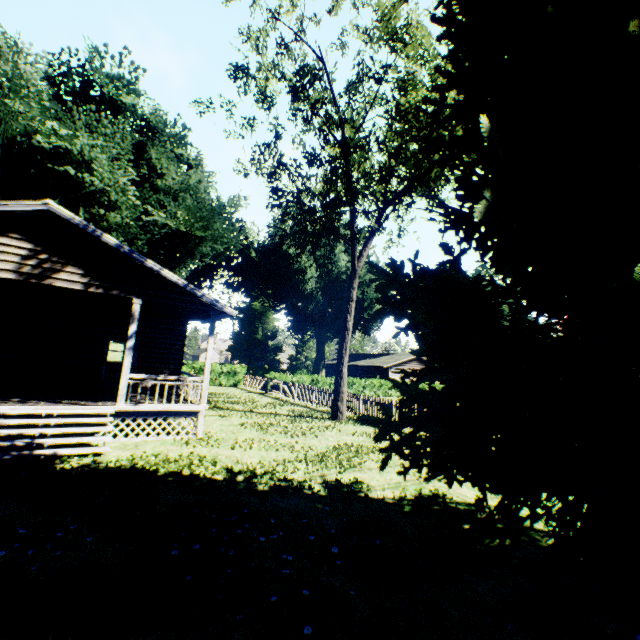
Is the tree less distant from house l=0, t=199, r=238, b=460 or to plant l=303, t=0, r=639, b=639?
plant l=303, t=0, r=639, b=639

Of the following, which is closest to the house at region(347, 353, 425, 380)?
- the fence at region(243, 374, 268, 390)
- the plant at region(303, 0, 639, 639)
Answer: the plant at region(303, 0, 639, 639)

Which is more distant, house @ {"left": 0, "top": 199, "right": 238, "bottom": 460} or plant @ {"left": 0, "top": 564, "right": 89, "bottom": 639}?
house @ {"left": 0, "top": 199, "right": 238, "bottom": 460}

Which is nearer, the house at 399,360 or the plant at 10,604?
the plant at 10,604

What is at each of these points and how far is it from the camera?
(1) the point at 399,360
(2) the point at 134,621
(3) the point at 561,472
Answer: (1) house, 42.5 meters
(2) plant, 3.2 meters
(3) plant, 3.9 meters

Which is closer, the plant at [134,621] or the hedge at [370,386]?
the plant at [134,621]

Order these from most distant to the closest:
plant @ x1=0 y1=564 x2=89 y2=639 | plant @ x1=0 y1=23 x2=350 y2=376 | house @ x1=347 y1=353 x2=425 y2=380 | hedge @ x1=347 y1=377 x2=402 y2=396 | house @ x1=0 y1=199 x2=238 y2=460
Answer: house @ x1=347 y1=353 x2=425 y2=380
hedge @ x1=347 y1=377 x2=402 y2=396
plant @ x1=0 y1=23 x2=350 y2=376
house @ x1=0 y1=199 x2=238 y2=460
plant @ x1=0 y1=564 x2=89 y2=639

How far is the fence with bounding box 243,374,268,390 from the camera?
29.62m
